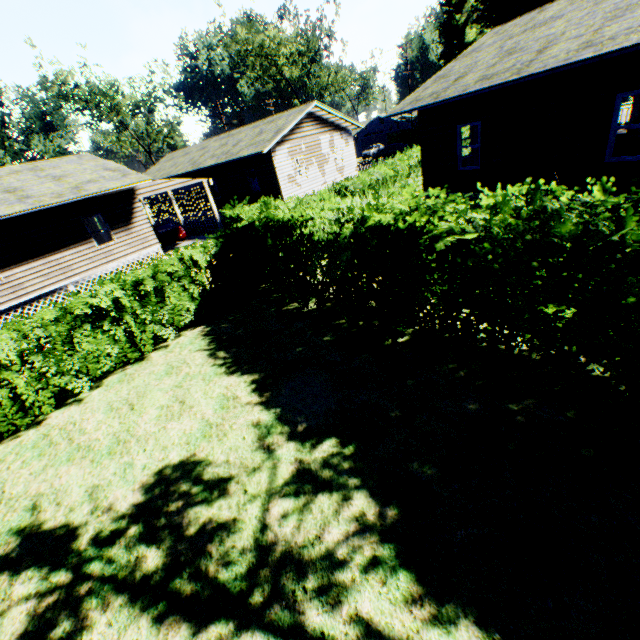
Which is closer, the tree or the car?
the car

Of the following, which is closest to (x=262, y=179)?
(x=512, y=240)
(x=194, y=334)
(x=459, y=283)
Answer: (x=194, y=334)

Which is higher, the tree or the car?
the tree

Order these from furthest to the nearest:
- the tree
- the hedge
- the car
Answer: the tree < the car < the hedge

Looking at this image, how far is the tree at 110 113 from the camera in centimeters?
4284cm

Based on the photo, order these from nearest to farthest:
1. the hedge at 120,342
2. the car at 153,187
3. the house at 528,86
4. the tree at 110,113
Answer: the hedge at 120,342 → the house at 528,86 → the car at 153,187 → the tree at 110,113

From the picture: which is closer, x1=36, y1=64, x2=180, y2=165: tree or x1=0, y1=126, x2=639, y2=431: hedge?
x1=0, y1=126, x2=639, y2=431: hedge

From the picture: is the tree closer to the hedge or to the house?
the hedge
